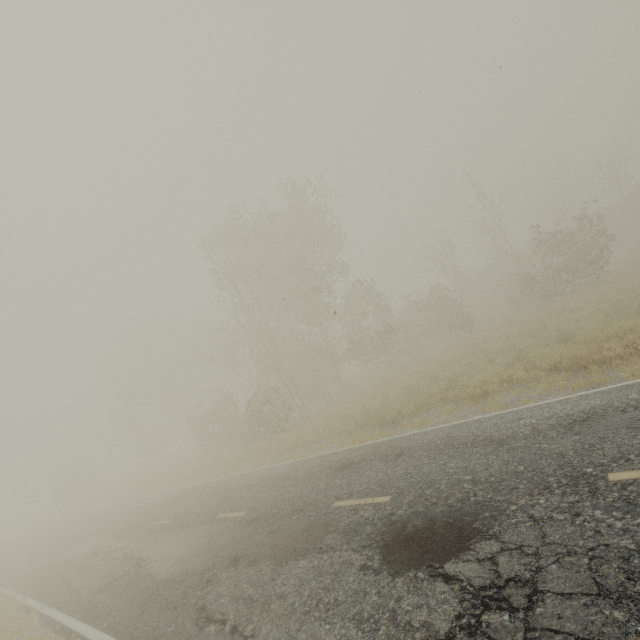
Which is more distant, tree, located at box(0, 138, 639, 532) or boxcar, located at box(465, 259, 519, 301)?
boxcar, located at box(465, 259, 519, 301)

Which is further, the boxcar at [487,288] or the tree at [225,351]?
the boxcar at [487,288]

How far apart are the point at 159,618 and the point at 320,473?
4.81m

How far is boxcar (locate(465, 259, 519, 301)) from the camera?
40.50m

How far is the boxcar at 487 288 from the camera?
40.50m
